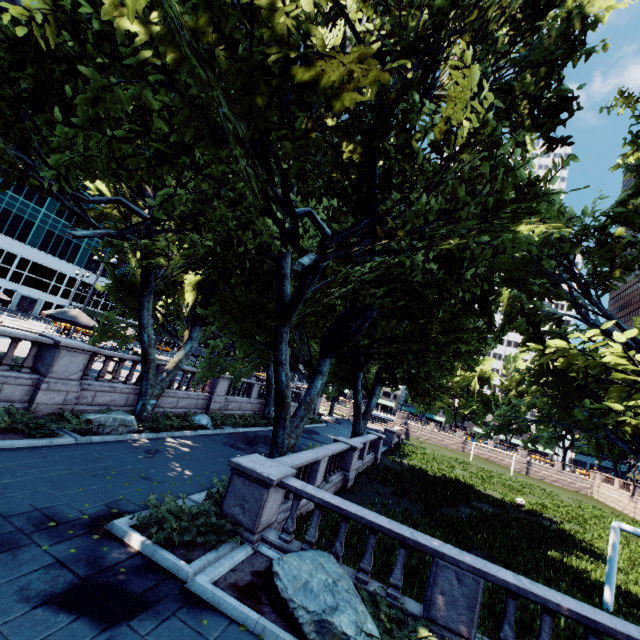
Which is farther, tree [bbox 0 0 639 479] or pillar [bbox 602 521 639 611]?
pillar [bbox 602 521 639 611]

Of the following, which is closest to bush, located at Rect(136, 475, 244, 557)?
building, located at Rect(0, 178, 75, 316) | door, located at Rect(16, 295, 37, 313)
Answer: building, located at Rect(0, 178, 75, 316)

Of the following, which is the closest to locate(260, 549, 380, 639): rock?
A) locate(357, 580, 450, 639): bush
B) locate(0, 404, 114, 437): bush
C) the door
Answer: locate(357, 580, 450, 639): bush

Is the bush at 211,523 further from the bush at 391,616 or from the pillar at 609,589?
the pillar at 609,589

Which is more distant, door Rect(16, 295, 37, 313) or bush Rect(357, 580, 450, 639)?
door Rect(16, 295, 37, 313)

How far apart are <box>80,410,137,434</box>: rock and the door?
58.4m

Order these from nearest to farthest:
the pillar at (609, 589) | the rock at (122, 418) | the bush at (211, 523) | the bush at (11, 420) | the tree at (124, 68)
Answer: the tree at (124, 68) < the bush at (211, 523) < the bush at (11, 420) < the pillar at (609, 589) < the rock at (122, 418)

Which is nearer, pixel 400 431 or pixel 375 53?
pixel 375 53
